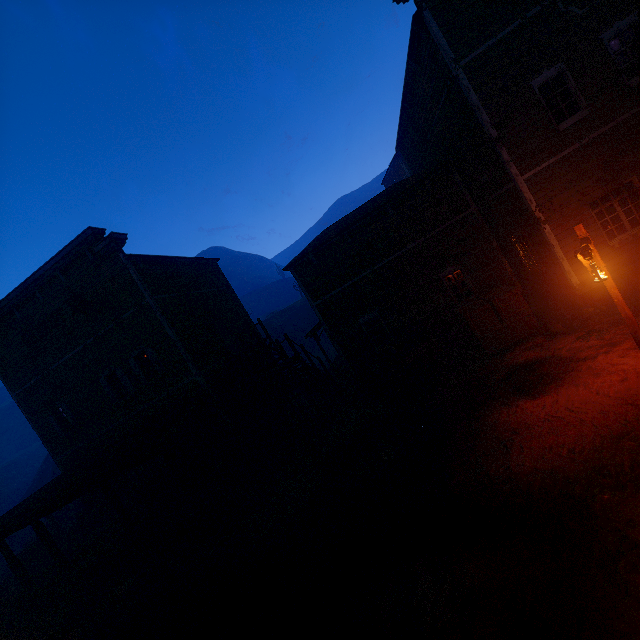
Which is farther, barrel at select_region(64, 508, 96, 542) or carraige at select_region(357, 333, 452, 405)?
barrel at select_region(64, 508, 96, 542)

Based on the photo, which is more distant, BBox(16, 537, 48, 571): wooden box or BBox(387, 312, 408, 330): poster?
BBox(16, 537, 48, 571): wooden box

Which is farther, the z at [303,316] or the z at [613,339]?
the z at [303,316]

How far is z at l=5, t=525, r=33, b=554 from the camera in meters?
25.2

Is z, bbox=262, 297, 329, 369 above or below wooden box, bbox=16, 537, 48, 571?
above

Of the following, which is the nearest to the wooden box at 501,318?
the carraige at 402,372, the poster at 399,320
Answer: the carraige at 402,372

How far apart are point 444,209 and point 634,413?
9.63m

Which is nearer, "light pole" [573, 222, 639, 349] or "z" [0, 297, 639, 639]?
"z" [0, 297, 639, 639]
